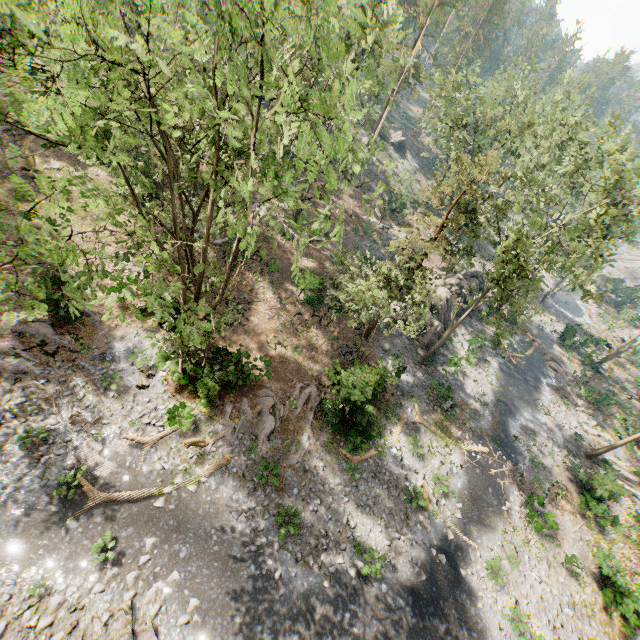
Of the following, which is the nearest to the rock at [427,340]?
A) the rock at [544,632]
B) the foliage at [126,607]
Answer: the rock at [544,632]

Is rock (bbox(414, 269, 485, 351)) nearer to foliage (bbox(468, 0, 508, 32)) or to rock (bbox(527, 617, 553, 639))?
foliage (bbox(468, 0, 508, 32))

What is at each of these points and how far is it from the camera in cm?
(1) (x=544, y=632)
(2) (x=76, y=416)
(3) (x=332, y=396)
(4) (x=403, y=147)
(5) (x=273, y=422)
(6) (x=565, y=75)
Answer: (1) rock, 1705
(2) foliage, 1570
(3) foliage, 2170
(4) rock, 5841
(5) foliage, 1902
(6) foliage, 2267

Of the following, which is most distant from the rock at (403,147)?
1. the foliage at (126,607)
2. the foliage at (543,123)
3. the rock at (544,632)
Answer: the foliage at (126,607)

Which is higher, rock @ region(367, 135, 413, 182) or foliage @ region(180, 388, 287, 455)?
rock @ region(367, 135, 413, 182)

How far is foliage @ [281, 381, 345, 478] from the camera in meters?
18.9

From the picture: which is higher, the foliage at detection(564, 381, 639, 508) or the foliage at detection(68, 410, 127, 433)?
the foliage at detection(564, 381, 639, 508)

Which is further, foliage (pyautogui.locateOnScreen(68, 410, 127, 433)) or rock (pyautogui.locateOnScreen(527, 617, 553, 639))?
rock (pyautogui.locateOnScreen(527, 617, 553, 639))
